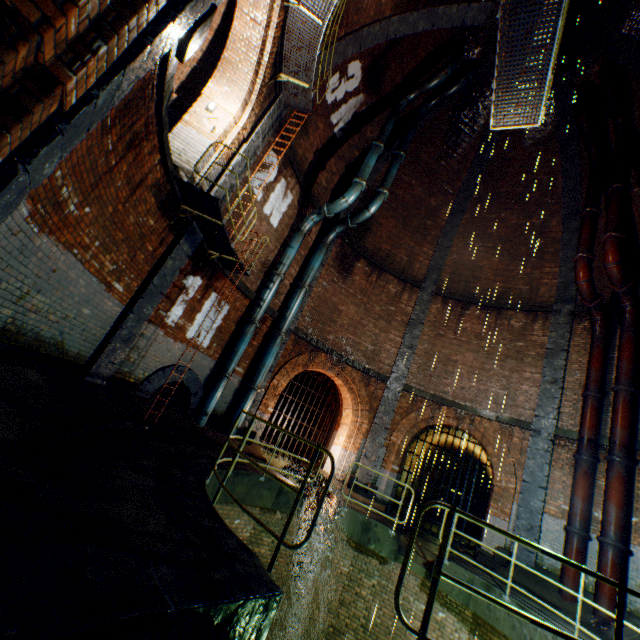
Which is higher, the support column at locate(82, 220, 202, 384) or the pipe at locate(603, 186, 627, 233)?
the pipe at locate(603, 186, 627, 233)

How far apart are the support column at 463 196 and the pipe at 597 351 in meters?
5.4 m

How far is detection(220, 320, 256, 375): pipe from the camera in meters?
10.4

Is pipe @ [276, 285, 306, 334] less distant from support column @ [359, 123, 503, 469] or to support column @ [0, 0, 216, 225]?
support column @ [359, 123, 503, 469]

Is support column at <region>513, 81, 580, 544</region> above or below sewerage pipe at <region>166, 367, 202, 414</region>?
above

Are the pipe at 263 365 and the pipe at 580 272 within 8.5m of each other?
no

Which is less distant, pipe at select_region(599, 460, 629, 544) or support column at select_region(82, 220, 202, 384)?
support column at select_region(82, 220, 202, 384)

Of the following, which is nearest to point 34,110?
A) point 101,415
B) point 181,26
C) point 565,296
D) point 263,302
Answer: point 181,26
